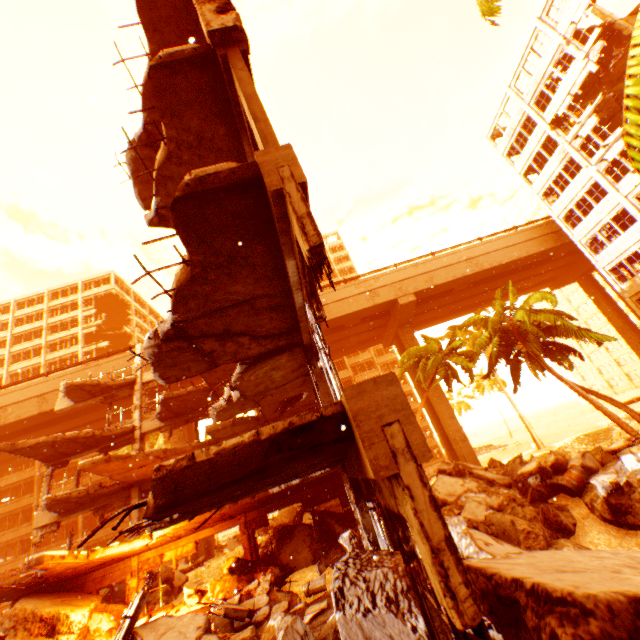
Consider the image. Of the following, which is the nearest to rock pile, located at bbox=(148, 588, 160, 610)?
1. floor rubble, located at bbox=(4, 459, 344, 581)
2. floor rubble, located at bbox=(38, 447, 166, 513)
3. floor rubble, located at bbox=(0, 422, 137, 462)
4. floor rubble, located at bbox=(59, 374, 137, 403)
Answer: floor rubble, located at bbox=(4, 459, 344, 581)

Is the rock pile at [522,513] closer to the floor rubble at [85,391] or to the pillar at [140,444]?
the pillar at [140,444]

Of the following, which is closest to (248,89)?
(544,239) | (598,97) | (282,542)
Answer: (282,542)

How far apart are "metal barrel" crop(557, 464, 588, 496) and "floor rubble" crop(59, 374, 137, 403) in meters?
21.1

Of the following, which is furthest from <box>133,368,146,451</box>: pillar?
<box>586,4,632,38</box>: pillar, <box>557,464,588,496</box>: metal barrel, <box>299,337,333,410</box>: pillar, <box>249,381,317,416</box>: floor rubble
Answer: <box>586,4,632,38</box>: pillar

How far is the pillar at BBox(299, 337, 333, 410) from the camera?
7.3m

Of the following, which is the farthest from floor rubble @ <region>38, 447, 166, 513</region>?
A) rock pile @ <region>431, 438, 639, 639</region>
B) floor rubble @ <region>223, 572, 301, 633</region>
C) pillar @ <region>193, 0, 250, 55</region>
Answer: pillar @ <region>193, 0, 250, 55</region>

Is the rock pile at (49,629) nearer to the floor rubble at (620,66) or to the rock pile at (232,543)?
the rock pile at (232,543)
